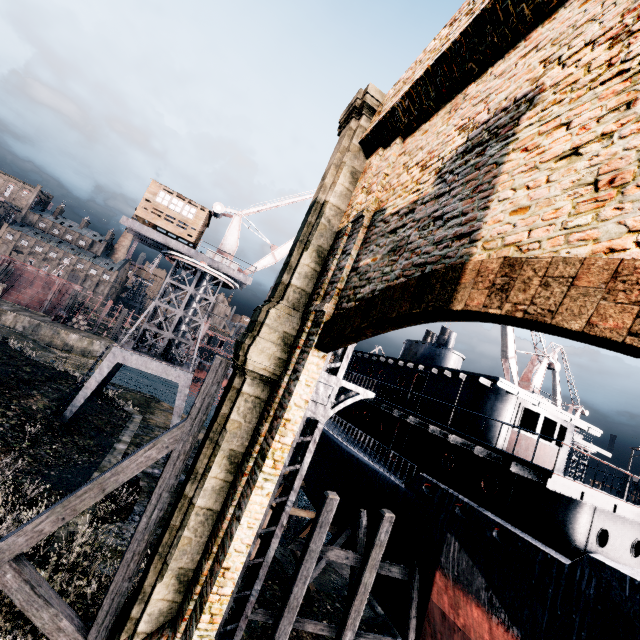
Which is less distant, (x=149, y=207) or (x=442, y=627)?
(x=442, y=627)

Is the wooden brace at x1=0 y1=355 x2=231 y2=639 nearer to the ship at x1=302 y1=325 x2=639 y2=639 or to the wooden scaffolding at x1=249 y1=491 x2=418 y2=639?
the wooden scaffolding at x1=249 y1=491 x2=418 y2=639

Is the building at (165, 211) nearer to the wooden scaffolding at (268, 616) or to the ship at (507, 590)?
the ship at (507, 590)

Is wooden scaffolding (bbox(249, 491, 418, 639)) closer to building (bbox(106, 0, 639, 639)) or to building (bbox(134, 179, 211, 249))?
building (bbox(134, 179, 211, 249))

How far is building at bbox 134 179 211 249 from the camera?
24.8m

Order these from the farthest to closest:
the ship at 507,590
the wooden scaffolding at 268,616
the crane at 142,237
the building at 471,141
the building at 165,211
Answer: the building at 165,211
the crane at 142,237
the wooden scaffolding at 268,616
the ship at 507,590
the building at 471,141

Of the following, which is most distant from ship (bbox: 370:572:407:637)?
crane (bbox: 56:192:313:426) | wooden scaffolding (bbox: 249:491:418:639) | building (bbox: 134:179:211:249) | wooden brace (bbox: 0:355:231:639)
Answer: building (bbox: 134:179:211:249)

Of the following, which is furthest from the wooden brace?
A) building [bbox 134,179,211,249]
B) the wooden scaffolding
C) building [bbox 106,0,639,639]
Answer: building [bbox 106,0,639,639]
